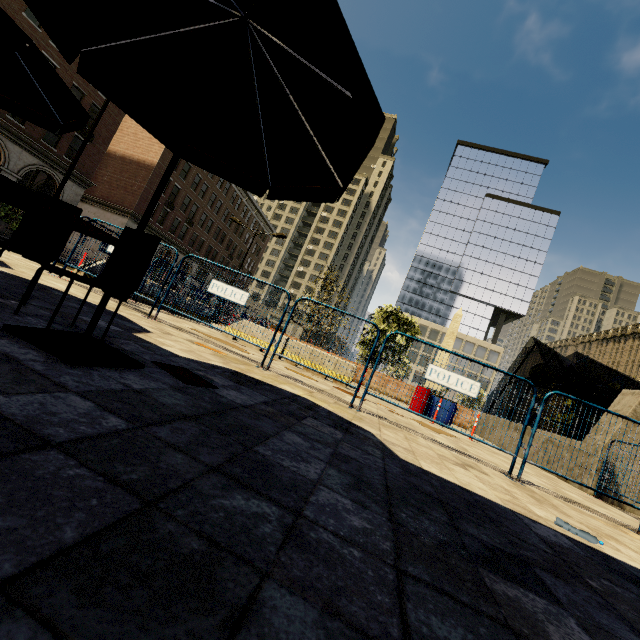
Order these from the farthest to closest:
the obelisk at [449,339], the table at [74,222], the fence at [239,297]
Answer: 1. the obelisk at [449,339]
2. the fence at [239,297]
3. the table at [74,222]

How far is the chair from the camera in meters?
2.9 m

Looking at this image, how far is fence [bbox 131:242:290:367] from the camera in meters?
6.5 m

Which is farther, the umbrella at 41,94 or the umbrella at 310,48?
the umbrella at 41,94

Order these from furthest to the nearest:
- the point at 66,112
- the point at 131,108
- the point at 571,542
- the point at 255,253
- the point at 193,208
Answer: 1. the point at 255,253
2. the point at 193,208
3. the point at 66,112
4. the point at 131,108
5. the point at 571,542

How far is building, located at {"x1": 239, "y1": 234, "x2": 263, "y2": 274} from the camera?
Result: 57.16m

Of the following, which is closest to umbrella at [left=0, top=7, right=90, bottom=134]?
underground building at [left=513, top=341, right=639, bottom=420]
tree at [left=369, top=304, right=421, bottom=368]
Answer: underground building at [left=513, top=341, right=639, bottom=420]

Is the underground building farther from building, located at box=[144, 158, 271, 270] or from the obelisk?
building, located at box=[144, 158, 271, 270]
